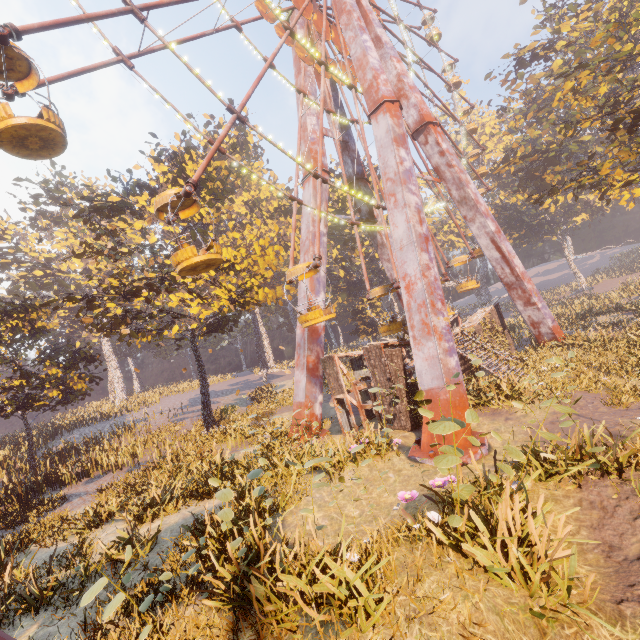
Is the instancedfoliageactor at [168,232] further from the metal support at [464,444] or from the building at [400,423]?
the metal support at [464,444]

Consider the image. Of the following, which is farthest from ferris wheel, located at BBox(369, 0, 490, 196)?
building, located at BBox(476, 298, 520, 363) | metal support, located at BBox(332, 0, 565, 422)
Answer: building, located at BBox(476, 298, 520, 363)

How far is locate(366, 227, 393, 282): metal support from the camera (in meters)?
24.19

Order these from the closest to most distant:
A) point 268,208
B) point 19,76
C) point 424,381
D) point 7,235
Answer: point 19,76 < point 424,381 < point 7,235 < point 268,208

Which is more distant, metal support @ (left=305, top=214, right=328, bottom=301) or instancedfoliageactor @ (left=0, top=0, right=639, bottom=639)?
metal support @ (left=305, top=214, right=328, bottom=301)

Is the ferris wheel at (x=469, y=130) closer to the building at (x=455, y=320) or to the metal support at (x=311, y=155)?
the metal support at (x=311, y=155)

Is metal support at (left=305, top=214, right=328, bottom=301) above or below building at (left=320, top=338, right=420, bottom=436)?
above

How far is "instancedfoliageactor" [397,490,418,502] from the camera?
6.0 meters
